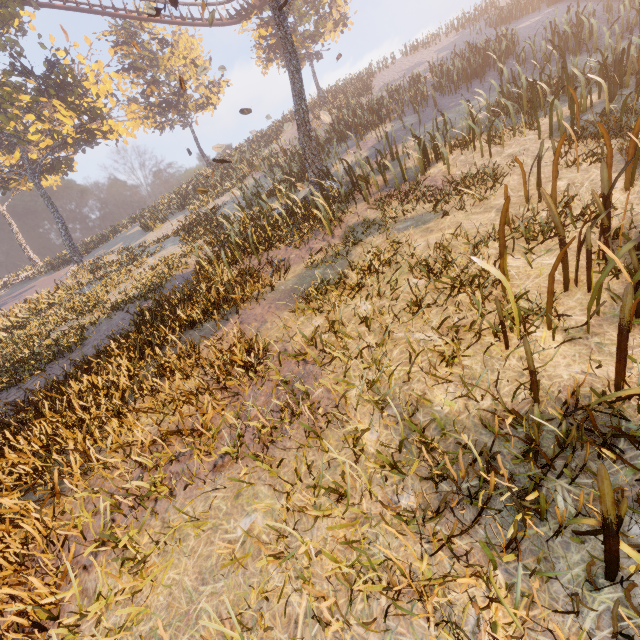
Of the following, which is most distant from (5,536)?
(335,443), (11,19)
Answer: (11,19)
